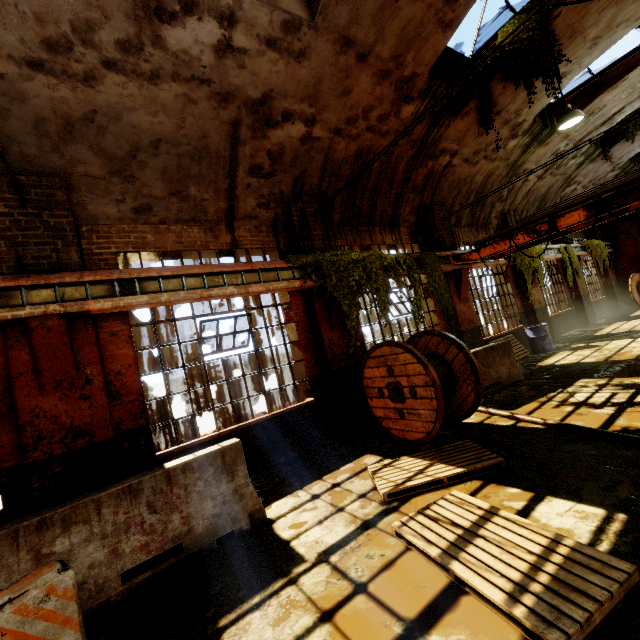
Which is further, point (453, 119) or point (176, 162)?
point (453, 119)

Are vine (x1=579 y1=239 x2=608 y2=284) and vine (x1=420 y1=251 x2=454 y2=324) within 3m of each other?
no

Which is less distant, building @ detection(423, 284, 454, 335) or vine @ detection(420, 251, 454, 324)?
vine @ detection(420, 251, 454, 324)

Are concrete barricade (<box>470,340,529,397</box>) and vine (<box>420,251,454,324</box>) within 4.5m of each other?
yes

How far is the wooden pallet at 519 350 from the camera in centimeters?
1098cm

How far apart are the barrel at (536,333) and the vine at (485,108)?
7.2m

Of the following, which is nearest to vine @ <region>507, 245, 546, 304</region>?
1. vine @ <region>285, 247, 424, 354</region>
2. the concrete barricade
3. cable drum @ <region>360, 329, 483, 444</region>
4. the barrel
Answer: the barrel

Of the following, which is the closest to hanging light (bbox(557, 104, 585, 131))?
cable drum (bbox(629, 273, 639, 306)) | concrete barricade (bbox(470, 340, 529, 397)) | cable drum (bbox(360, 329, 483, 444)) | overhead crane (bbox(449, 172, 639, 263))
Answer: overhead crane (bbox(449, 172, 639, 263))
